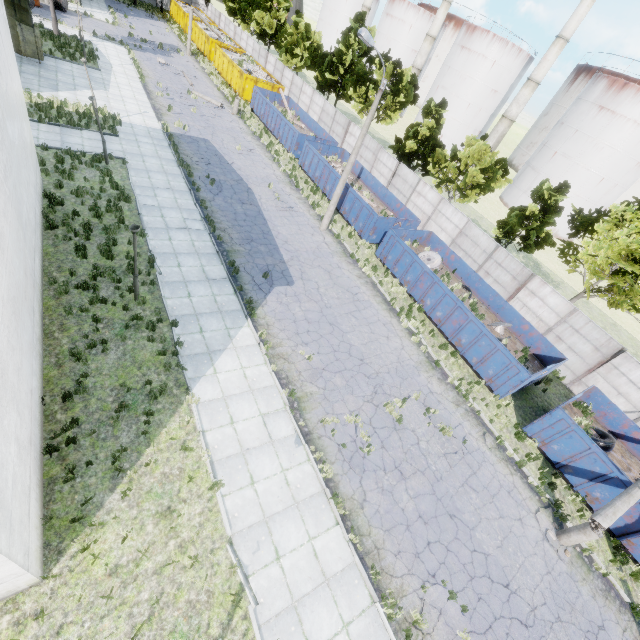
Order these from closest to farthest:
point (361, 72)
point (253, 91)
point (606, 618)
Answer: point (606, 618) → point (361, 72) → point (253, 91)

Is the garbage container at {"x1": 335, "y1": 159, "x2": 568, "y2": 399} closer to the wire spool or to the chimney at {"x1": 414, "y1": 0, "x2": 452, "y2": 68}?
the wire spool

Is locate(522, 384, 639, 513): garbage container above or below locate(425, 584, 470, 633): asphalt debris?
above

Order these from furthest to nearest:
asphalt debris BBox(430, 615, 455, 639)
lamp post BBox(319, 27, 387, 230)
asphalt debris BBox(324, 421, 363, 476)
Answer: lamp post BBox(319, 27, 387, 230) < asphalt debris BBox(324, 421, 363, 476) < asphalt debris BBox(430, 615, 455, 639)

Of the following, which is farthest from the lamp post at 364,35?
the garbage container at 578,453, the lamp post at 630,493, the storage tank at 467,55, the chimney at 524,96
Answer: the storage tank at 467,55

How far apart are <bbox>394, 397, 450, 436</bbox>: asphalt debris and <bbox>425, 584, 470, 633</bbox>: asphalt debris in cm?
395

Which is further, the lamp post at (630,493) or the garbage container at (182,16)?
the garbage container at (182,16)

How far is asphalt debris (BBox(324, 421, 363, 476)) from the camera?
11.1m
